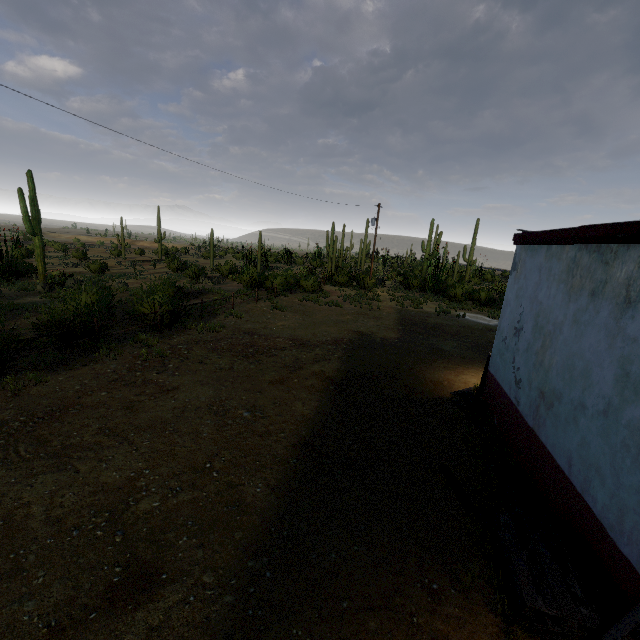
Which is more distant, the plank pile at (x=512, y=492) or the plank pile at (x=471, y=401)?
the plank pile at (x=471, y=401)

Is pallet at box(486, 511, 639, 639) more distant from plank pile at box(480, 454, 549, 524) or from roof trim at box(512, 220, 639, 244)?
roof trim at box(512, 220, 639, 244)

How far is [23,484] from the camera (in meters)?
4.59

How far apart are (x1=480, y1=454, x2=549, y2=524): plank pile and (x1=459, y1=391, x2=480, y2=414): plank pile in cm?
128

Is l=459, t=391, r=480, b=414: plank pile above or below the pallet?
below

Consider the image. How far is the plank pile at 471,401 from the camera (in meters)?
7.79

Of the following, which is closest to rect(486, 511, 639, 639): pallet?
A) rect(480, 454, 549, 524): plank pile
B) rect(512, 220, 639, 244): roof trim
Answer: rect(480, 454, 549, 524): plank pile

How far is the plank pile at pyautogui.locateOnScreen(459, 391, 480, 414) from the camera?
7.8 meters
